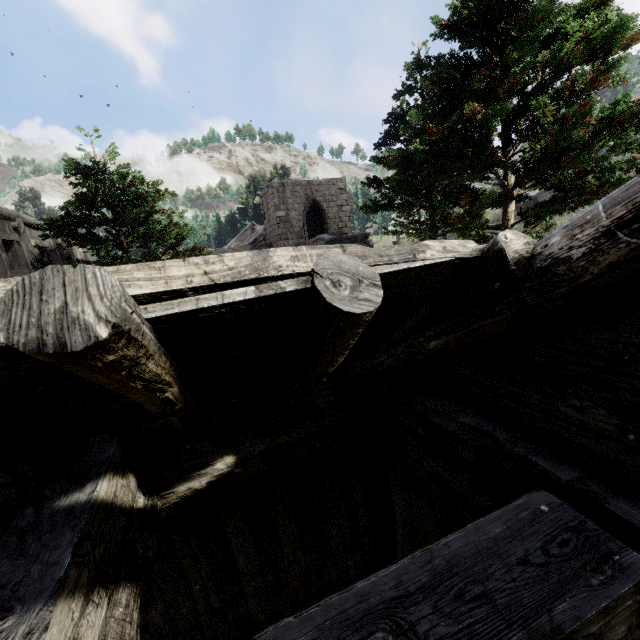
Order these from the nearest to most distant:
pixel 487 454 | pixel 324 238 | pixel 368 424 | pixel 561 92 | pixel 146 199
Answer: pixel 487 454 → pixel 368 424 → pixel 561 92 → pixel 146 199 → pixel 324 238
